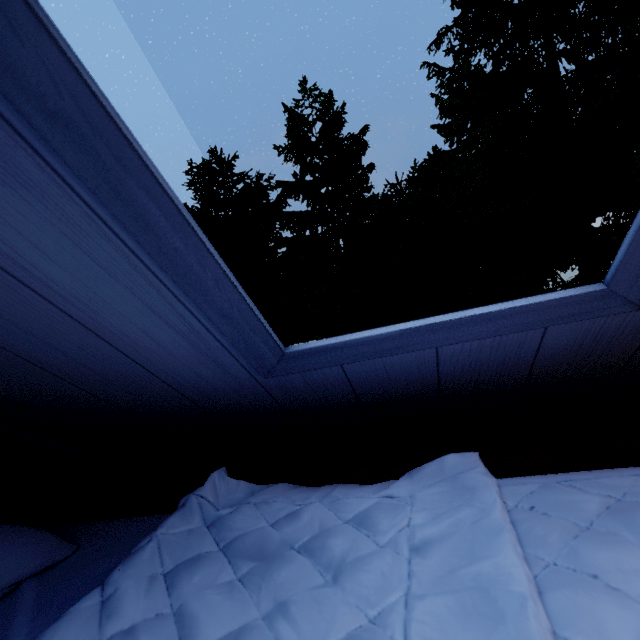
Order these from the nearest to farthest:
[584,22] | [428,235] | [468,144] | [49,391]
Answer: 1. [49,391]
2. [428,235]
3. [584,22]
4. [468,144]
